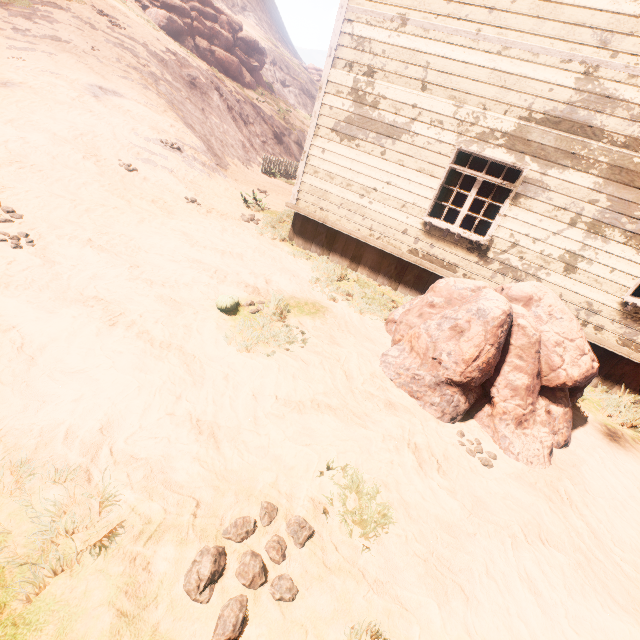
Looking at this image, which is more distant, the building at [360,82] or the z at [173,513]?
the building at [360,82]

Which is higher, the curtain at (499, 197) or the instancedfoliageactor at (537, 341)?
the curtain at (499, 197)

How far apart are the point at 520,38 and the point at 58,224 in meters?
8.7

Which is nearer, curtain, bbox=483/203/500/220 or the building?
the building

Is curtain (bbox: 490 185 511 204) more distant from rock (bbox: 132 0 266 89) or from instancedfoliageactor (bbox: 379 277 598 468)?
rock (bbox: 132 0 266 89)

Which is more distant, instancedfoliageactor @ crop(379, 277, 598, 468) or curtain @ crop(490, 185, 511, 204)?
curtain @ crop(490, 185, 511, 204)

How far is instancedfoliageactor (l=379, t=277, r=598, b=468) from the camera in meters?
4.2 m

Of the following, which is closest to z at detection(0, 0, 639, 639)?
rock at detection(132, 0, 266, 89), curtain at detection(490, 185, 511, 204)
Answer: curtain at detection(490, 185, 511, 204)
